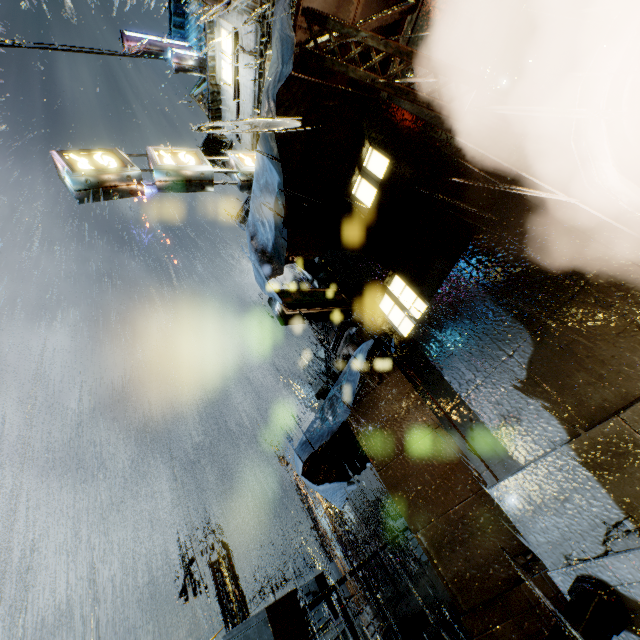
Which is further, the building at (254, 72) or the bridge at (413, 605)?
the building at (254, 72)

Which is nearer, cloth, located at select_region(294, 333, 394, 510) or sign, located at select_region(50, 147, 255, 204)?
cloth, located at select_region(294, 333, 394, 510)

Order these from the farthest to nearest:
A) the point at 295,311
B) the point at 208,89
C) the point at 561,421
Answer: the point at 208,89 < the point at 295,311 < the point at 561,421

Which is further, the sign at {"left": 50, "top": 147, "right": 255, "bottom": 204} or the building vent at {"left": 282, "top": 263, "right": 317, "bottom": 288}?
the building vent at {"left": 282, "top": 263, "right": 317, "bottom": 288}

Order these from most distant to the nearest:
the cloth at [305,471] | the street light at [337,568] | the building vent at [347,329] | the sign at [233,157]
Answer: the street light at [337,568] < the building vent at [347,329] < the sign at [233,157] < the cloth at [305,471]

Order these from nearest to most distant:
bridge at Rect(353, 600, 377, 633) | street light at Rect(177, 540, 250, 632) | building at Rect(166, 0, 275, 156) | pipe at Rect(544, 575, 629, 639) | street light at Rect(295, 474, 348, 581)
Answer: pipe at Rect(544, 575, 629, 639), bridge at Rect(353, 600, 377, 633), building at Rect(166, 0, 275, 156), street light at Rect(177, 540, 250, 632), street light at Rect(295, 474, 348, 581)

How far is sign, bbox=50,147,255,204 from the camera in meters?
7.1 m

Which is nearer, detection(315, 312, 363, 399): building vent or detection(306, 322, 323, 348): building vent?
detection(315, 312, 363, 399): building vent
